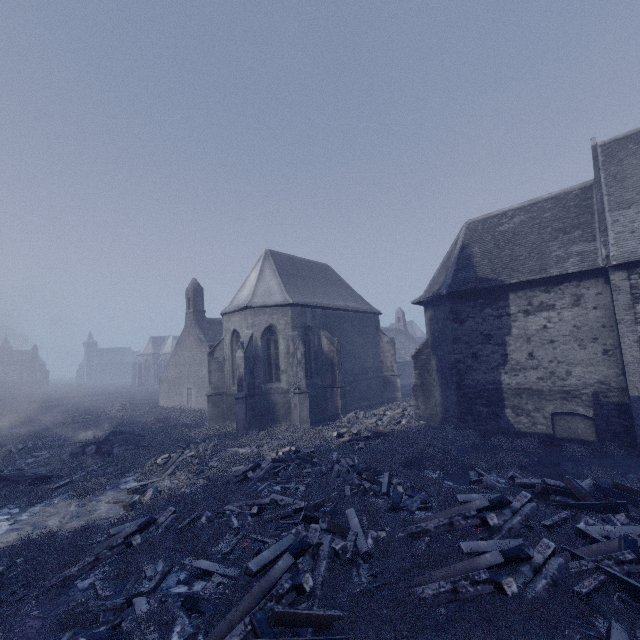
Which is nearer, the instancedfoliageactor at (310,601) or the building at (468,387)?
the instancedfoliageactor at (310,601)

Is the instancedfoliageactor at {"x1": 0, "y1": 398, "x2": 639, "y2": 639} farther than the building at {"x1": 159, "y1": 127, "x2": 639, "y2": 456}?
No

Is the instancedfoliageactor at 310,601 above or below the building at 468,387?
below

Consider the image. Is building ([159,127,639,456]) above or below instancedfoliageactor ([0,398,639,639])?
above

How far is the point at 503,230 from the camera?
16.6 meters
